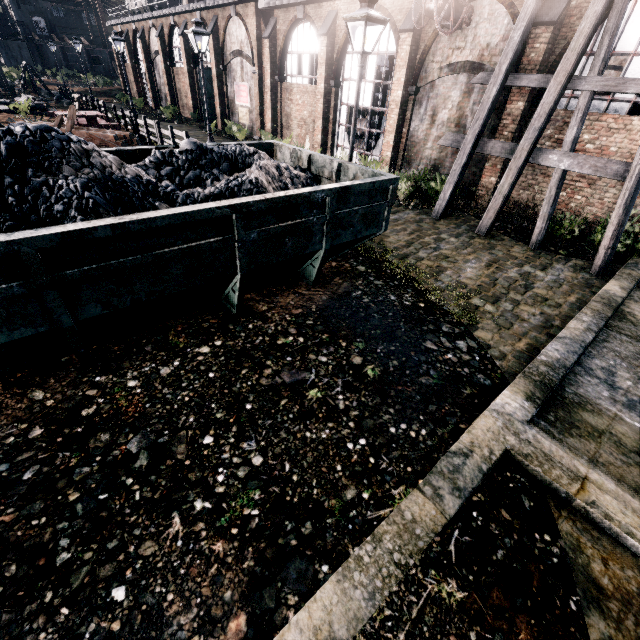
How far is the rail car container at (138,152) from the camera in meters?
7.6 m

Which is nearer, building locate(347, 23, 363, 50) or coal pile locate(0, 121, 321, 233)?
coal pile locate(0, 121, 321, 233)

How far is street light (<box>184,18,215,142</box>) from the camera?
12.6m

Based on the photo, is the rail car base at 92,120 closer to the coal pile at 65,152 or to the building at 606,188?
the building at 606,188

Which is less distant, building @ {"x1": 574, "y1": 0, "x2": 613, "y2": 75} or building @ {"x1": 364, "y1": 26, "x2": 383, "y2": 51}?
building @ {"x1": 574, "y1": 0, "x2": 613, "y2": 75}

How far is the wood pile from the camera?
16.80m

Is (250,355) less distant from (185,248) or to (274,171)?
(185,248)
